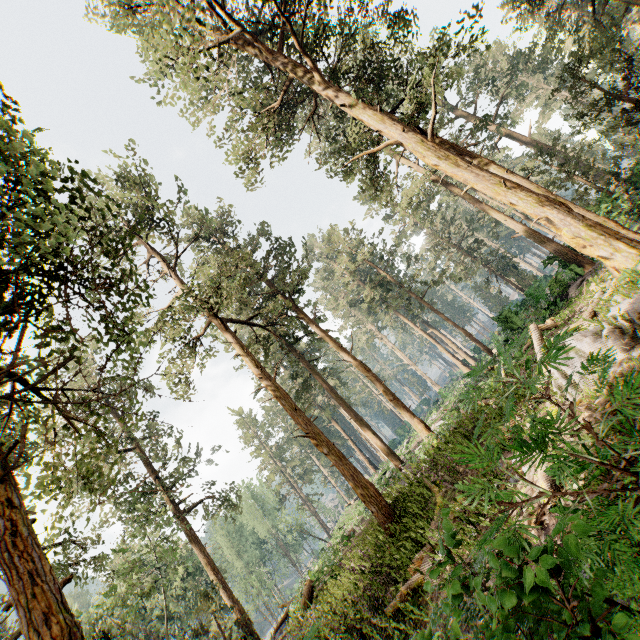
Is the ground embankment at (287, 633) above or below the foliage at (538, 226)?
below

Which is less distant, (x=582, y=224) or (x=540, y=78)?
(x=582, y=224)

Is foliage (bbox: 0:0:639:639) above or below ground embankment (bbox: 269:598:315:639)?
above
